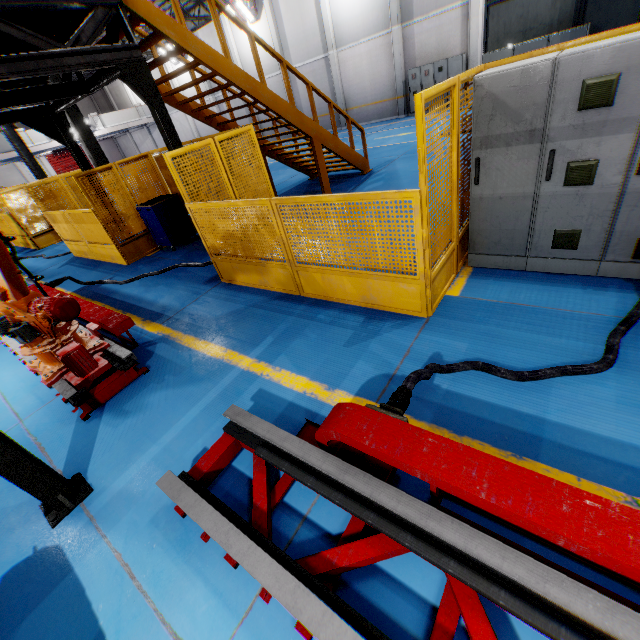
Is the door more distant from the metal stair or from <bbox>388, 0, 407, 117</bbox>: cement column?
the metal stair

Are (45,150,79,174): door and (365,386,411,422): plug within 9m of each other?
no

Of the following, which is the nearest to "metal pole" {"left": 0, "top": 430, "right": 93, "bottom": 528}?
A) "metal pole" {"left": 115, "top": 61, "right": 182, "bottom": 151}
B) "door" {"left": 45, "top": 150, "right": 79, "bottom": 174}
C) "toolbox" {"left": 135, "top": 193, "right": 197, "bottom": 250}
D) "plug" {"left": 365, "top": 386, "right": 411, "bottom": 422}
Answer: "plug" {"left": 365, "top": 386, "right": 411, "bottom": 422}

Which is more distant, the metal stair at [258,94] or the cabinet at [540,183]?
the metal stair at [258,94]

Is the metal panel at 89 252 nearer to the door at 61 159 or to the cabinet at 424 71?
the door at 61 159

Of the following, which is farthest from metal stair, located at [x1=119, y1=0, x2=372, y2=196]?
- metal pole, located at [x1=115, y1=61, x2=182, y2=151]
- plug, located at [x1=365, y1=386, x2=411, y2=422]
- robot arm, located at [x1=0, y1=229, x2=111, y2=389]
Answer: plug, located at [x1=365, y1=386, x2=411, y2=422]

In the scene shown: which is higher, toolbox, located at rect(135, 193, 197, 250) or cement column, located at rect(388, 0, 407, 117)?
cement column, located at rect(388, 0, 407, 117)

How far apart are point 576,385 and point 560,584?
1.72m
